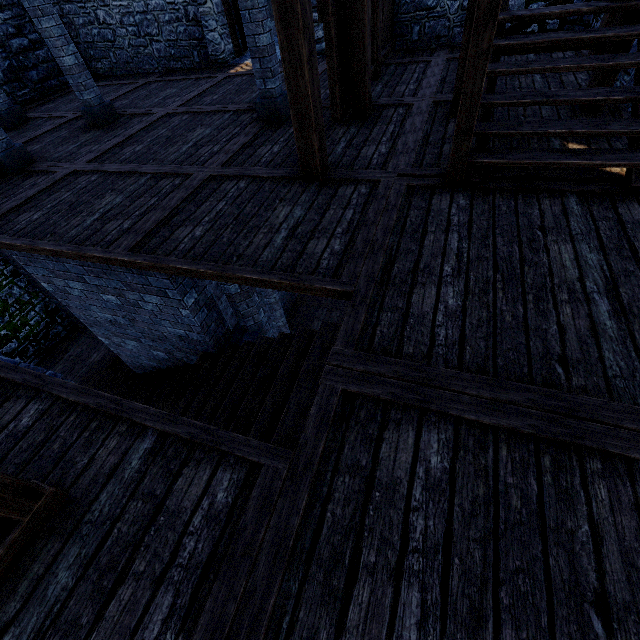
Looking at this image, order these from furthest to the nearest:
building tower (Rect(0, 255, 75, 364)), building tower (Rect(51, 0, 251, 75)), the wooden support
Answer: building tower (Rect(0, 255, 75, 364)) < building tower (Rect(51, 0, 251, 75)) < the wooden support

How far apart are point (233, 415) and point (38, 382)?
1.8 meters

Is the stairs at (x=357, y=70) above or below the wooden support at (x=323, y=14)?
below

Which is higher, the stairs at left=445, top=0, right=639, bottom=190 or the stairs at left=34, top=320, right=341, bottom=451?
the stairs at left=445, top=0, right=639, bottom=190

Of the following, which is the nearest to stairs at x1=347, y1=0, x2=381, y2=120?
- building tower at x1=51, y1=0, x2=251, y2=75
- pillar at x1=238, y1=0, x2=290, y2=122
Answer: building tower at x1=51, y1=0, x2=251, y2=75

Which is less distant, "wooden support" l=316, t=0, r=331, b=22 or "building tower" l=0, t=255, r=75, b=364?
"wooden support" l=316, t=0, r=331, b=22

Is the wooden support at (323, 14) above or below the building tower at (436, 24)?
above

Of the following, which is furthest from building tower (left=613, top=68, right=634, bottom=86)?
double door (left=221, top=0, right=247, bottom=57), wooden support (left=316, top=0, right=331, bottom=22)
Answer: wooden support (left=316, top=0, right=331, bottom=22)
